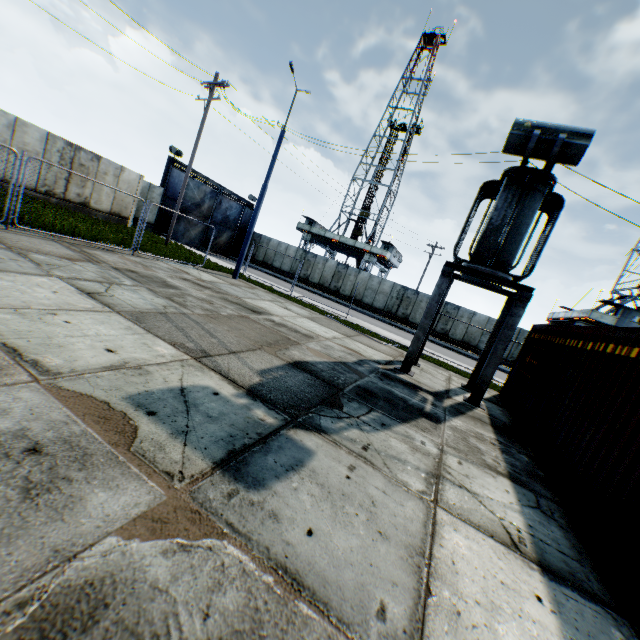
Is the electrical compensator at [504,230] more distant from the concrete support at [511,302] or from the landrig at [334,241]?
the landrig at [334,241]

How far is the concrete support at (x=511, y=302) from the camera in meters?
9.0

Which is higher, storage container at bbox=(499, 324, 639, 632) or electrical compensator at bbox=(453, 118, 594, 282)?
electrical compensator at bbox=(453, 118, 594, 282)

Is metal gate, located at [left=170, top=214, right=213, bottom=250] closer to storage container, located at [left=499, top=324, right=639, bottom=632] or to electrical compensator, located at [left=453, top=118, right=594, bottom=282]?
electrical compensator, located at [left=453, top=118, right=594, bottom=282]

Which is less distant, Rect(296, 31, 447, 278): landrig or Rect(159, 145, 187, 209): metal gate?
Rect(159, 145, 187, 209): metal gate

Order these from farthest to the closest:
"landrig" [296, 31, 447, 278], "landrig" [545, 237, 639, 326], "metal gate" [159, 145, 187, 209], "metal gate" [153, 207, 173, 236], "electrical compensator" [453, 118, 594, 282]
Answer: "landrig" [296, 31, 447, 278]
"landrig" [545, 237, 639, 326]
"metal gate" [153, 207, 173, 236]
"metal gate" [159, 145, 187, 209]
"electrical compensator" [453, 118, 594, 282]

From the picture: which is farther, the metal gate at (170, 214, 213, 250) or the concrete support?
the metal gate at (170, 214, 213, 250)

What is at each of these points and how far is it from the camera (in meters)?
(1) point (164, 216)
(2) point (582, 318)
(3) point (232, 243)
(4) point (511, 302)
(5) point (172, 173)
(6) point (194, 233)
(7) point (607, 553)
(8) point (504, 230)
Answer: (1) metal gate, 26.06
(2) landrig, 27.98
(3) metal gate, 34.19
(4) concrete support, 10.80
(5) metal gate, 25.23
(6) metal gate, 29.41
(7) storage container, 3.79
(8) electrical compensator, 8.46
